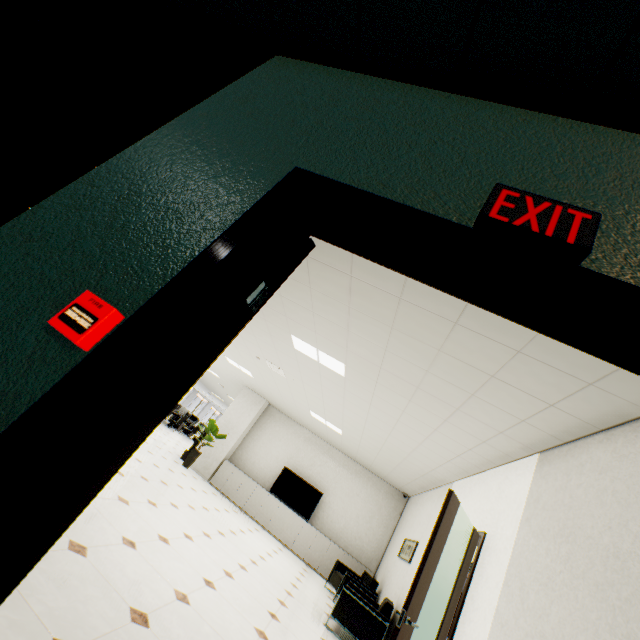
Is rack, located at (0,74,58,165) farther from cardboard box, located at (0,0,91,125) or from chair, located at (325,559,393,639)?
chair, located at (325,559,393,639)

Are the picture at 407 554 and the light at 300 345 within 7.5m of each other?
yes

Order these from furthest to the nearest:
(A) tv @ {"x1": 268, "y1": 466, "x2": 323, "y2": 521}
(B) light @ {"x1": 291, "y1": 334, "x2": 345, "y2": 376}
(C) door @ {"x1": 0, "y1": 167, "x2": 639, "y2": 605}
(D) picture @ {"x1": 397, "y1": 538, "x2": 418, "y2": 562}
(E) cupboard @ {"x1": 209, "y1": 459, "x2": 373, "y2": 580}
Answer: (A) tv @ {"x1": 268, "y1": 466, "x2": 323, "y2": 521}, (E) cupboard @ {"x1": 209, "y1": 459, "x2": 373, "y2": 580}, (D) picture @ {"x1": 397, "y1": 538, "x2": 418, "y2": 562}, (B) light @ {"x1": 291, "y1": 334, "x2": 345, "y2": 376}, (C) door @ {"x1": 0, "y1": 167, "x2": 639, "y2": 605}

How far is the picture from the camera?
6.1m

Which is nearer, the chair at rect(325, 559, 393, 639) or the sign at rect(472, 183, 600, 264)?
the sign at rect(472, 183, 600, 264)

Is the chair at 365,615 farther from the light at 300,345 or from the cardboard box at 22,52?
the cardboard box at 22,52

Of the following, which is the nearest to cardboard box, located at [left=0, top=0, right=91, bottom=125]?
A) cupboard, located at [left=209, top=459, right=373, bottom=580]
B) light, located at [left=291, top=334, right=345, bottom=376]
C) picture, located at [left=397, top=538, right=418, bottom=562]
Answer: light, located at [left=291, top=334, right=345, bottom=376]

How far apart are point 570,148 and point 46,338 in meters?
1.8 m
